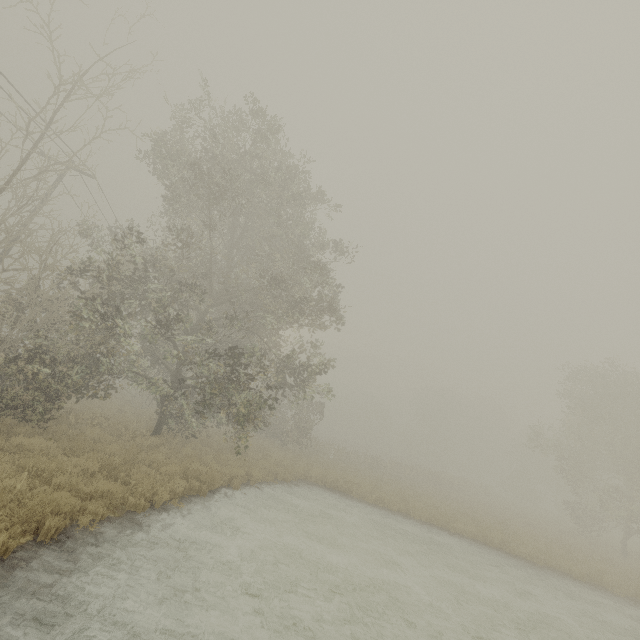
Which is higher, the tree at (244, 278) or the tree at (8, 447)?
the tree at (244, 278)

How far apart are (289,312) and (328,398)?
4.7 meters

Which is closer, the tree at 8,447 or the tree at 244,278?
the tree at 8,447

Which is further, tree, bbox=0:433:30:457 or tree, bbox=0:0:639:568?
tree, bbox=0:0:639:568

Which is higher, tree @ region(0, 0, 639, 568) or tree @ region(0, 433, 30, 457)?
tree @ region(0, 0, 639, 568)
